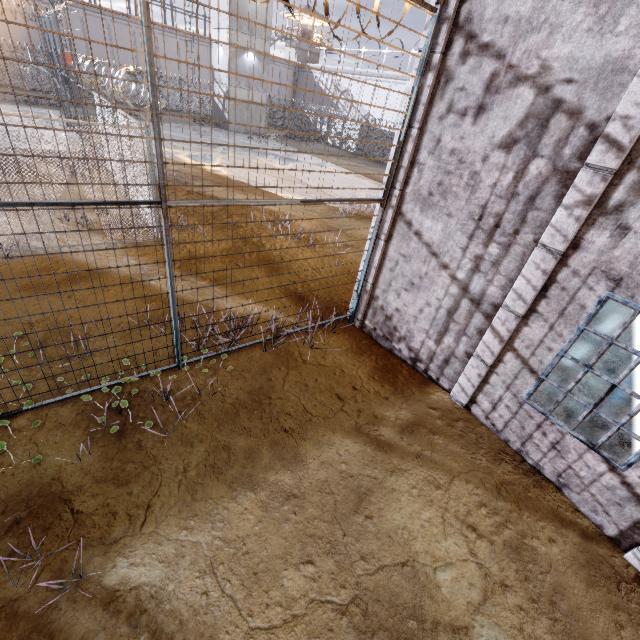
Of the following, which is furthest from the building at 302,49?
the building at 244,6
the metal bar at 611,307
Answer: the metal bar at 611,307

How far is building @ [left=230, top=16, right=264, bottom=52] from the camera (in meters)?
27.72

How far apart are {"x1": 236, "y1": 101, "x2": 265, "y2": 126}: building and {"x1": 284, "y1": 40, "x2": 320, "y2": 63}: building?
23.62m

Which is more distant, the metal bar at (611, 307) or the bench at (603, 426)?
the metal bar at (611, 307)

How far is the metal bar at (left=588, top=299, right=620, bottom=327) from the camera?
8.21m

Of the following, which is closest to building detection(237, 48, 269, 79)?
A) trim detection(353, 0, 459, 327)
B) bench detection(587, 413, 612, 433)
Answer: trim detection(353, 0, 459, 327)

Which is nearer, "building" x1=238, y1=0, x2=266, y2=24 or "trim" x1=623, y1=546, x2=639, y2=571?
"trim" x1=623, y1=546, x2=639, y2=571

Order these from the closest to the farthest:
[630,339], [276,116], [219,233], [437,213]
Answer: [437,213]
[630,339]
[219,233]
[276,116]
